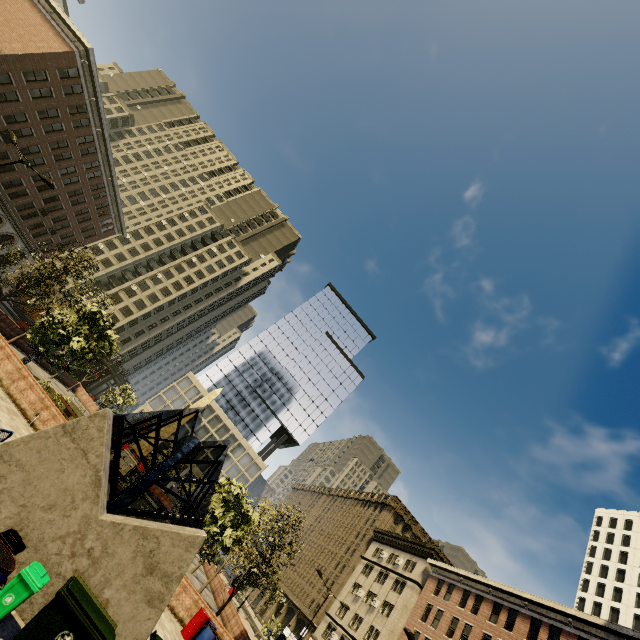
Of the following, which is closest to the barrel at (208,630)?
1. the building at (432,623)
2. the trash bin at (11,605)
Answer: the trash bin at (11,605)

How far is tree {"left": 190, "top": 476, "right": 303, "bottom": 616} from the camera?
17.3m

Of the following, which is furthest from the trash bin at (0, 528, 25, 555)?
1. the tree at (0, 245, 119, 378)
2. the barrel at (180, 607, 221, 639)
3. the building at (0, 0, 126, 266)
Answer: the building at (0, 0, 126, 266)

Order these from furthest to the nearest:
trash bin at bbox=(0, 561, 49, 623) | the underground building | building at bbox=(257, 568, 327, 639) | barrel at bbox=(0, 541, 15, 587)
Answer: building at bbox=(257, 568, 327, 639) < the underground building < trash bin at bbox=(0, 561, 49, 623) < barrel at bbox=(0, 541, 15, 587)

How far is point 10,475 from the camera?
7.1 meters

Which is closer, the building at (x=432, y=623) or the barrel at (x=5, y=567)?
the barrel at (x=5, y=567)

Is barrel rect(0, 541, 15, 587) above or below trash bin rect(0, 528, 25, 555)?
above

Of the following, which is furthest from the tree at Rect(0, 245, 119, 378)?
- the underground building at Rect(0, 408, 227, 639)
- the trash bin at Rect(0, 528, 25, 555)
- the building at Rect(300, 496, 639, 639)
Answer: the building at Rect(300, 496, 639, 639)
